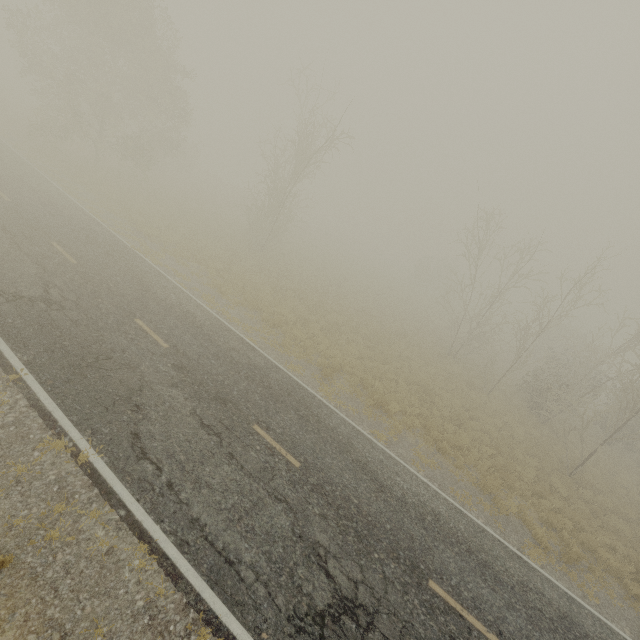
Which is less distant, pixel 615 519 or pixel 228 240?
pixel 615 519

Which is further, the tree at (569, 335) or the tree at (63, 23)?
the tree at (63, 23)

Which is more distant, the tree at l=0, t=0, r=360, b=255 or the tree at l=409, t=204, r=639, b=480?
the tree at l=0, t=0, r=360, b=255
